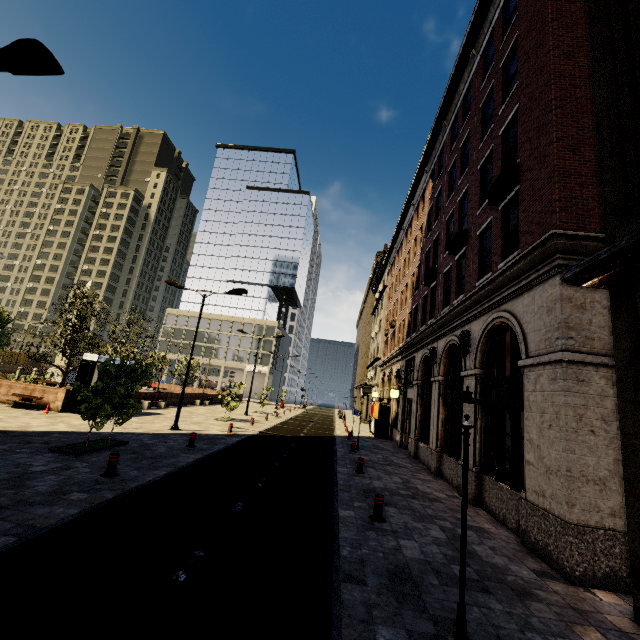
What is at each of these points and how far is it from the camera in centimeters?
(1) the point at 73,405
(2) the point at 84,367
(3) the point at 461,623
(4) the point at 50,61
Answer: (1) atm, 1758cm
(2) atm, 1805cm
(3) street light, 339cm
(4) street light, 569cm

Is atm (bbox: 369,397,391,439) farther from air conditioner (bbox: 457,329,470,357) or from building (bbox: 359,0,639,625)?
air conditioner (bbox: 457,329,470,357)

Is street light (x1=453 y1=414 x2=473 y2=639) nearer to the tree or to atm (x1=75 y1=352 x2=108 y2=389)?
the tree

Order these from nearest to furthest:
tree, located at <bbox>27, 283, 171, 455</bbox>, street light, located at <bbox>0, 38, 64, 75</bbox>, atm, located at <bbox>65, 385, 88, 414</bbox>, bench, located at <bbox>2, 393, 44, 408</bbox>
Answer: street light, located at <bbox>0, 38, 64, 75</bbox> < tree, located at <bbox>27, 283, 171, 455</bbox> < bench, located at <bbox>2, 393, 44, 408</bbox> < atm, located at <bbox>65, 385, 88, 414</bbox>

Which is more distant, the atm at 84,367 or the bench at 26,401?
the atm at 84,367

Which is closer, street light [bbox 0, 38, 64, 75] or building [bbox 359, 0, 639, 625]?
street light [bbox 0, 38, 64, 75]

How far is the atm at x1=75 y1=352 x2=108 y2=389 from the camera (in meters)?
17.84

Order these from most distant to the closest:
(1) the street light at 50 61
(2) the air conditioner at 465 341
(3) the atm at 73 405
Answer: (3) the atm at 73 405, (2) the air conditioner at 465 341, (1) the street light at 50 61
